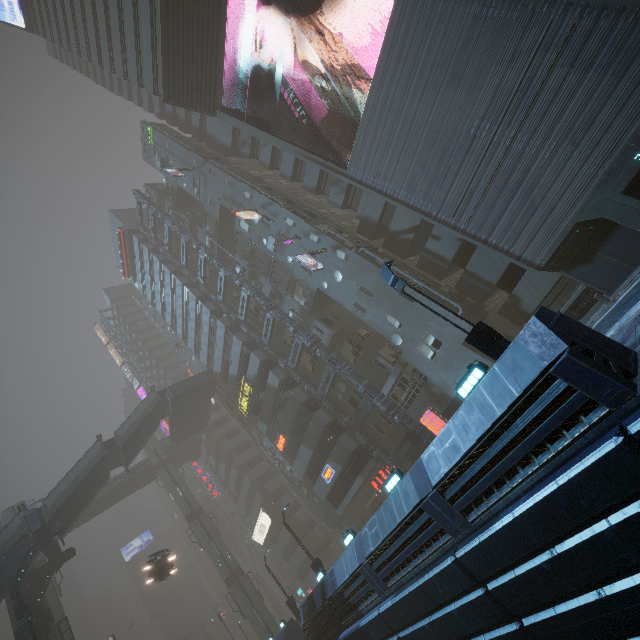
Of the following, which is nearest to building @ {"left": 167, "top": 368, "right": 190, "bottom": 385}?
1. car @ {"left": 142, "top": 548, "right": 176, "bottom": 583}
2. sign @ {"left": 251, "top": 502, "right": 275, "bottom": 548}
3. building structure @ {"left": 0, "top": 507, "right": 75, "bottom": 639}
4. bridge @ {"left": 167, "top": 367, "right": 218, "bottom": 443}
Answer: sign @ {"left": 251, "top": 502, "right": 275, "bottom": 548}

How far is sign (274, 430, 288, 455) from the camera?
32.5 meters

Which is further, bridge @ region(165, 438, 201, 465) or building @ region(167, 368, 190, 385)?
building @ region(167, 368, 190, 385)

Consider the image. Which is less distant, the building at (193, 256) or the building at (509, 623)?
the building at (509, 623)

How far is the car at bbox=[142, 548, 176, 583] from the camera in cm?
2300

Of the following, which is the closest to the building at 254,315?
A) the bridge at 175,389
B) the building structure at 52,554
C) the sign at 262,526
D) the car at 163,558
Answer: the sign at 262,526

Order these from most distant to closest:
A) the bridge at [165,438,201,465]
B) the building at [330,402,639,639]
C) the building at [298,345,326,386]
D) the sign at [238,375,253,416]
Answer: the bridge at [165,438,201,465] < the sign at [238,375,253,416] < the building at [298,345,326,386] < the building at [330,402,639,639]

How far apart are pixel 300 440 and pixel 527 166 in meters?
27.6
